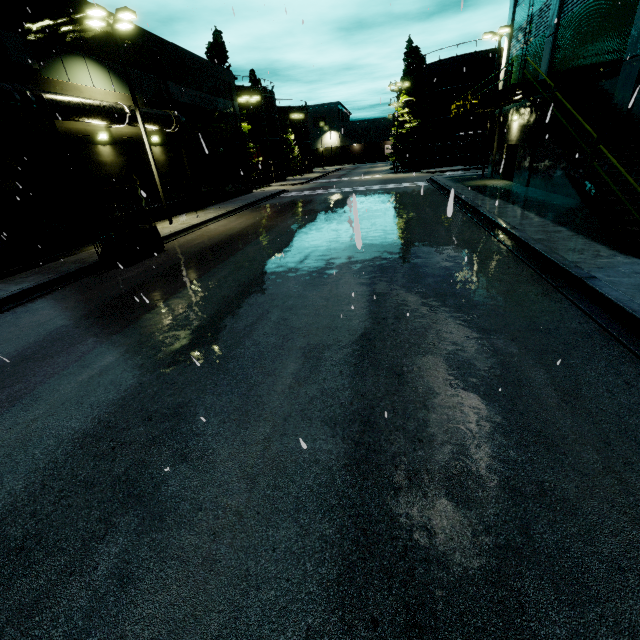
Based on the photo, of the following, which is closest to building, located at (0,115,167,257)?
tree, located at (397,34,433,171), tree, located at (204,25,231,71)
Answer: tree, located at (204,25,231,71)

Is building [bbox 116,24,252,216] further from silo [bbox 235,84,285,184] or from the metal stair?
silo [bbox 235,84,285,184]

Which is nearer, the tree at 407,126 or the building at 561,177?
the building at 561,177

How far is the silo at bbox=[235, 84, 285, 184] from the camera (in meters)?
43.59

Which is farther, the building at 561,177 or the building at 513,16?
the building at 513,16

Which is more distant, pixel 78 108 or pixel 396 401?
pixel 78 108

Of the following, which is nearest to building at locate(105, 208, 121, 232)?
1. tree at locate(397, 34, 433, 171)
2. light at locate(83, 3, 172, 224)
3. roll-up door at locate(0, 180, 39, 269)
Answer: roll-up door at locate(0, 180, 39, 269)

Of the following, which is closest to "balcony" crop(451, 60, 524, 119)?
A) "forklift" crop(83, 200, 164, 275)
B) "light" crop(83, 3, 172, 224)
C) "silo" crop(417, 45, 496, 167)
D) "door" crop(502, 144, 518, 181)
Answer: "silo" crop(417, 45, 496, 167)
